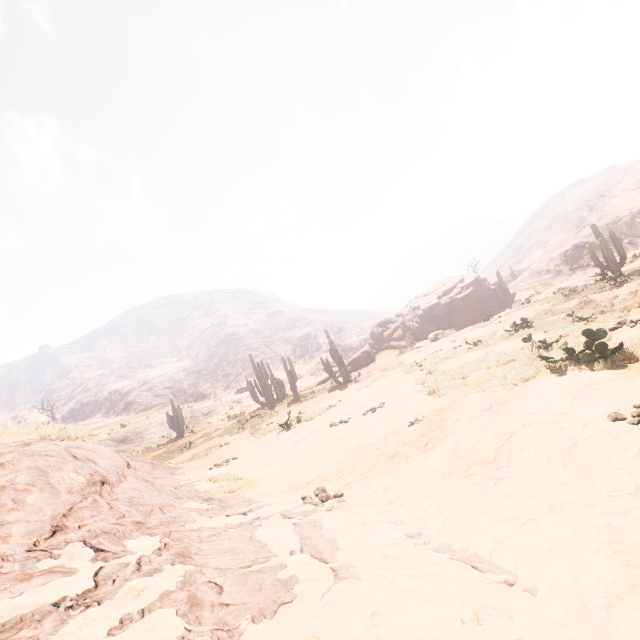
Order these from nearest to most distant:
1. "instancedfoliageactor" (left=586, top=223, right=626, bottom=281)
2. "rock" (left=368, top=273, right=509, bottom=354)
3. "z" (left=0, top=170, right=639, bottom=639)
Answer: "z" (left=0, top=170, right=639, bottom=639)
"instancedfoliageactor" (left=586, top=223, right=626, bottom=281)
"rock" (left=368, top=273, right=509, bottom=354)

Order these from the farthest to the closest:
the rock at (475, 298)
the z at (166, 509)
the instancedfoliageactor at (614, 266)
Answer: the rock at (475, 298) < the instancedfoliageactor at (614, 266) < the z at (166, 509)

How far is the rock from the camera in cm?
2723

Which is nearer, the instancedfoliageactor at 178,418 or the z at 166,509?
the z at 166,509

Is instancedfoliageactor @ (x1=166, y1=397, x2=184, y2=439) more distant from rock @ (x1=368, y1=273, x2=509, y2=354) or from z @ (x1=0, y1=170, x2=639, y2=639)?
rock @ (x1=368, y1=273, x2=509, y2=354)

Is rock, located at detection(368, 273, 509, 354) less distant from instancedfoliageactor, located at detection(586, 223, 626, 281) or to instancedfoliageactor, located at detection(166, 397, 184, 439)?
instancedfoliageactor, located at detection(586, 223, 626, 281)

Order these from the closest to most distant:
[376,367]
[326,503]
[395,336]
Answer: [326,503], [376,367], [395,336]

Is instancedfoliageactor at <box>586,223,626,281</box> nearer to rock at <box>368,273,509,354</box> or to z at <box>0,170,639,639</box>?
rock at <box>368,273,509,354</box>
